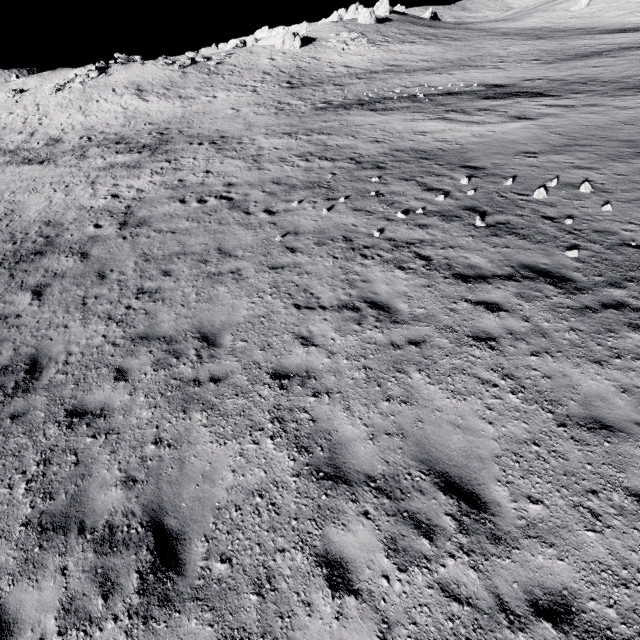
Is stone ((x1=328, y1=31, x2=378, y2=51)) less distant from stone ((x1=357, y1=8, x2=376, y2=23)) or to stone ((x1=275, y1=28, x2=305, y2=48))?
stone ((x1=275, y1=28, x2=305, y2=48))

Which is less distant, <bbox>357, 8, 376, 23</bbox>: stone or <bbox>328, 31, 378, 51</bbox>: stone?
<bbox>328, 31, 378, 51</bbox>: stone

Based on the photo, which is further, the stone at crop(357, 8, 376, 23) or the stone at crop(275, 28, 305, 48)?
the stone at crop(357, 8, 376, 23)

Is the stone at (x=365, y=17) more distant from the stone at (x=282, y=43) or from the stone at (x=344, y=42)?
the stone at (x=282, y=43)

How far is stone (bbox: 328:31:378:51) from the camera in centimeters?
4753cm

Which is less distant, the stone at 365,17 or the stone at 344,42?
the stone at 344,42

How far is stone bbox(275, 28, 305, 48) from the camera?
47.0 meters

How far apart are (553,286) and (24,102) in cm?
6151
